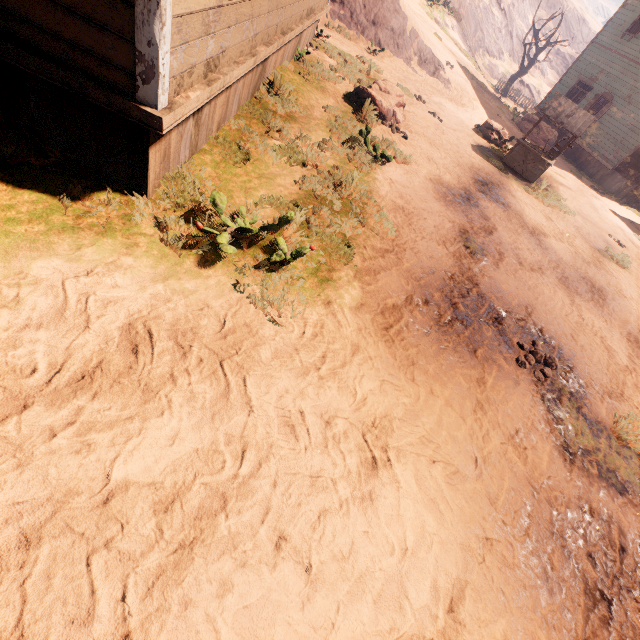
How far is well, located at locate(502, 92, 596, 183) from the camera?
10.51m

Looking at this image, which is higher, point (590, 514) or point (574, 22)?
point (574, 22)

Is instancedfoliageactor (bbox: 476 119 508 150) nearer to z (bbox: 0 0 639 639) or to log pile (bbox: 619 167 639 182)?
z (bbox: 0 0 639 639)

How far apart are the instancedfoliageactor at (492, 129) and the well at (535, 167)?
0.82m

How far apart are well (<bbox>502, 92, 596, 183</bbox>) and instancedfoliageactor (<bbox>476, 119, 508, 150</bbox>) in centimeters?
82cm

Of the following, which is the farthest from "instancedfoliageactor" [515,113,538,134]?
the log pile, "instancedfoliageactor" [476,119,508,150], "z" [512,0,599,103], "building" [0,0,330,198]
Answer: "z" [512,0,599,103]

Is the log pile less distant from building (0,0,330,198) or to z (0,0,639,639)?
building (0,0,330,198)

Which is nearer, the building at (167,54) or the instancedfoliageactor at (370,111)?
the building at (167,54)
